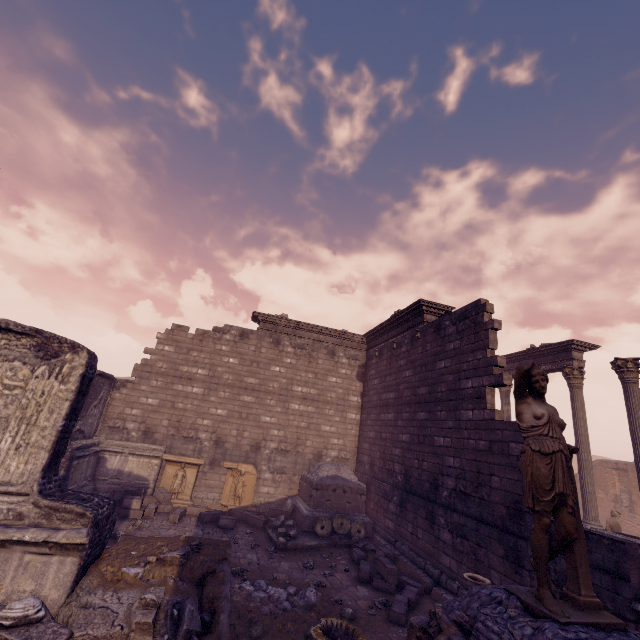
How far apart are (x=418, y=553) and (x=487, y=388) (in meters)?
4.99

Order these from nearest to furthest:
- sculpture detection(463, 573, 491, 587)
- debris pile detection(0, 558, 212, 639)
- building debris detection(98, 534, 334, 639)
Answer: debris pile detection(0, 558, 212, 639), building debris detection(98, 534, 334, 639), sculpture detection(463, 573, 491, 587)

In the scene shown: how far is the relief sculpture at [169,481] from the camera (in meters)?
11.56

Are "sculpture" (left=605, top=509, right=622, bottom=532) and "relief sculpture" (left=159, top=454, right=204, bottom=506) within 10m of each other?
no

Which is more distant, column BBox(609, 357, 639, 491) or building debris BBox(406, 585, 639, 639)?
column BBox(609, 357, 639, 491)

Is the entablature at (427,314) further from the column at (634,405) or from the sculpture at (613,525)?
the sculpture at (613,525)

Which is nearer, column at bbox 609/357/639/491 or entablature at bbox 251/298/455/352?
column at bbox 609/357/639/491

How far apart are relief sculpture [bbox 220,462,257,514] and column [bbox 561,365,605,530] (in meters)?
11.44
